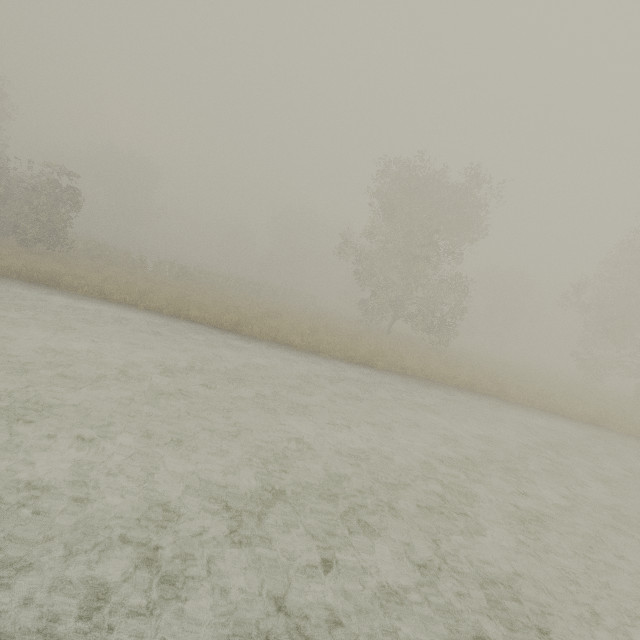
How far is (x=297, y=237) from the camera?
58.81m
